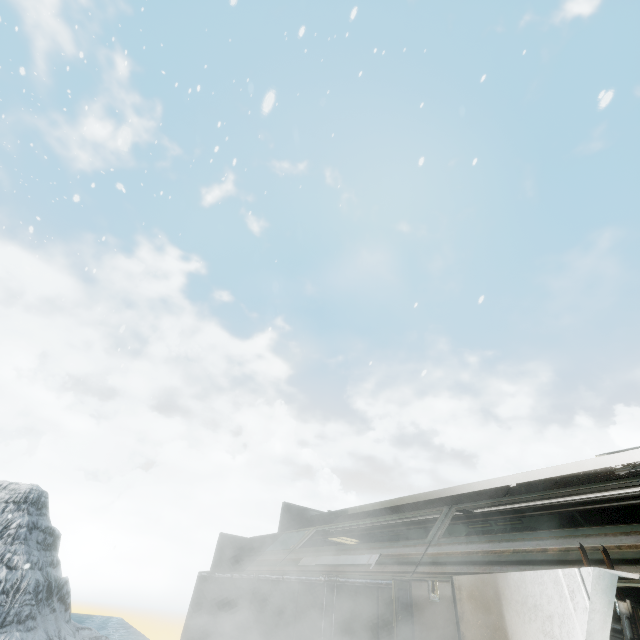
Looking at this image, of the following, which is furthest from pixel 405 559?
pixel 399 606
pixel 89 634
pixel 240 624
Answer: pixel 89 634
